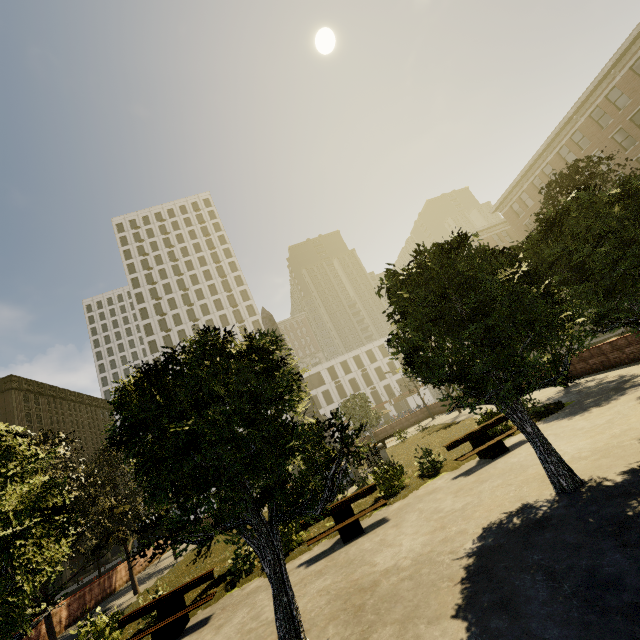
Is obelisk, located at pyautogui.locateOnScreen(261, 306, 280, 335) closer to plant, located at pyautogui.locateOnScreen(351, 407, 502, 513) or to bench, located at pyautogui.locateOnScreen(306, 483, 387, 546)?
plant, located at pyautogui.locateOnScreen(351, 407, 502, 513)

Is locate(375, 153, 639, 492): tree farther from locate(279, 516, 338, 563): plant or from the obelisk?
the obelisk

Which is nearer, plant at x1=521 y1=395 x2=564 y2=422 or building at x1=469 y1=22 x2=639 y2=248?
plant at x1=521 y1=395 x2=564 y2=422

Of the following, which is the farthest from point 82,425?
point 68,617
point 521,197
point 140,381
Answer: point 521,197

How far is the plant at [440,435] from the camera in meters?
11.7

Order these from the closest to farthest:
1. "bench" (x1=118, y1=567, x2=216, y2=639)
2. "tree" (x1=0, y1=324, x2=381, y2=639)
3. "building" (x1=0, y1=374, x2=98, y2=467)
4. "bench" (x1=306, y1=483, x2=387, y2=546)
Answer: "tree" (x1=0, y1=324, x2=381, y2=639) < "bench" (x1=118, y1=567, x2=216, y2=639) < "bench" (x1=306, y1=483, x2=387, y2=546) < "building" (x1=0, y1=374, x2=98, y2=467)

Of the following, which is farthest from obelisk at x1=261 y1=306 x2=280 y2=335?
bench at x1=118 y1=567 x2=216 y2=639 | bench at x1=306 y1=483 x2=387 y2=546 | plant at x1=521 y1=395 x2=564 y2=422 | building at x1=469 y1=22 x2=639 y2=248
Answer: building at x1=469 y1=22 x2=639 y2=248

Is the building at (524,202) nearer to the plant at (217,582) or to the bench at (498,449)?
the plant at (217,582)
